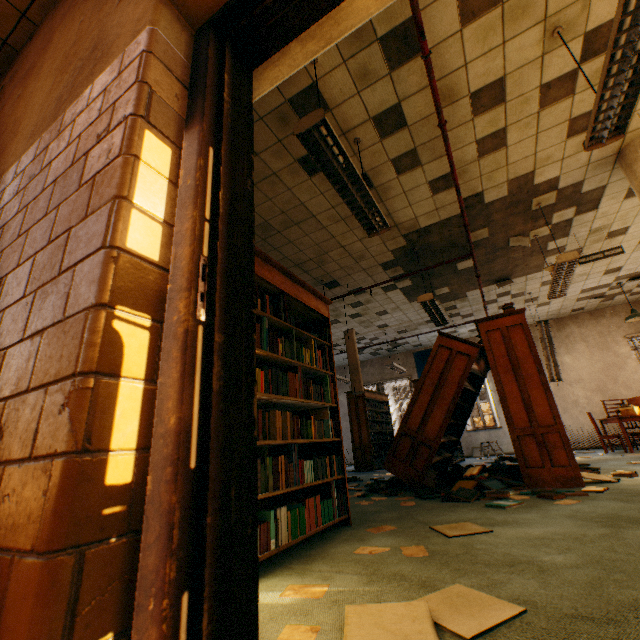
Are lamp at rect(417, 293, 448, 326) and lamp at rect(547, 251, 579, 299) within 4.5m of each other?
yes

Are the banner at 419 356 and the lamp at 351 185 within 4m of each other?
no

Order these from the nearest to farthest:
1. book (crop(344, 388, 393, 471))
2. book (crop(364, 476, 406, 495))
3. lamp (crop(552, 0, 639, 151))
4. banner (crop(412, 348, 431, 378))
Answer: lamp (crop(552, 0, 639, 151))
book (crop(364, 476, 406, 495))
book (crop(344, 388, 393, 471))
banner (crop(412, 348, 431, 378))

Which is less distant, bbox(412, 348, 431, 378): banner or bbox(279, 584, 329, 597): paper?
bbox(279, 584, 329, 597): paper

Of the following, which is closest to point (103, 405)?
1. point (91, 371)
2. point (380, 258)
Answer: point (91, 371)

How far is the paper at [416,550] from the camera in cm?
196

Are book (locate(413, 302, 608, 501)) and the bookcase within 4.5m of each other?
yes

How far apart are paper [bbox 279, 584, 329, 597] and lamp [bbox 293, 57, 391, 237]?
2.8m
